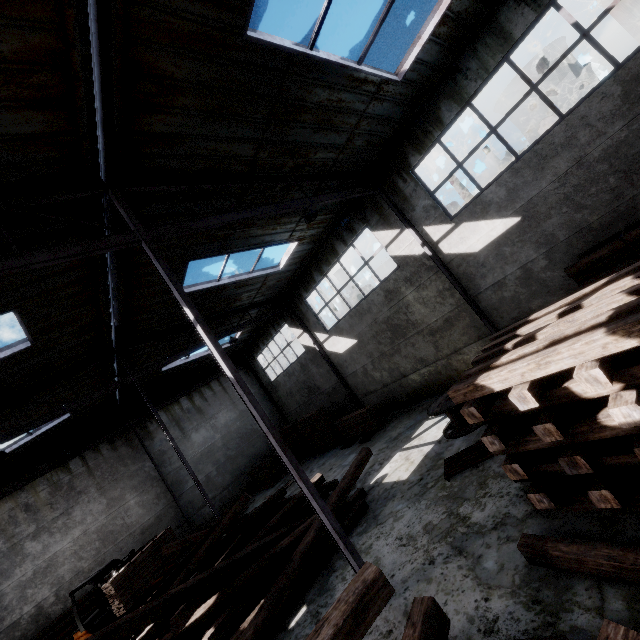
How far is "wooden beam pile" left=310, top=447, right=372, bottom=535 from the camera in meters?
7.5 m

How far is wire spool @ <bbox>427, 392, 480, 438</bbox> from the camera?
8.2m

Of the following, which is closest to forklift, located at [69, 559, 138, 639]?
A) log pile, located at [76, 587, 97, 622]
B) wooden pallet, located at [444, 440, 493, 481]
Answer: log pile, located at [76, 587, 97, 622]

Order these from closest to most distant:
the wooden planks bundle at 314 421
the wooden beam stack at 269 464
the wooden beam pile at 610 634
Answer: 1. the wooden beam pile at 610 634
2. the wooden planks bundle at 314 421
3. the wooden beam stack at 269 464

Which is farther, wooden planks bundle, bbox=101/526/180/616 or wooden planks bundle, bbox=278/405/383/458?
wooden planks bundle, bbox=278/405/383/458

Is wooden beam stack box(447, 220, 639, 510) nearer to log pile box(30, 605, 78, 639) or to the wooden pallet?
the wooden pallet

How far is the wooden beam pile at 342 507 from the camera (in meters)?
7.52

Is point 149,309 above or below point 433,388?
above
